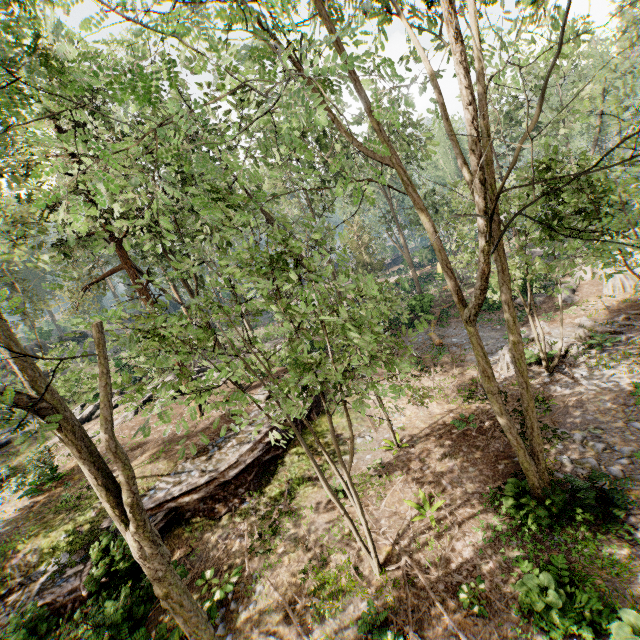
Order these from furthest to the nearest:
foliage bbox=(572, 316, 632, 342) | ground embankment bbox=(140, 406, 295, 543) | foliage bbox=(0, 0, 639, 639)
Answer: foliage bbox=(572, 316, 632, 342) → ground embankment bbox=(140, 406, 295, 543) → foliage bbox=(0, 0, 639, 639)

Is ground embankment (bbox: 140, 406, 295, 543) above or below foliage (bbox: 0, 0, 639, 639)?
below

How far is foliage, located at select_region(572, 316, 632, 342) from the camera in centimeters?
1477cm

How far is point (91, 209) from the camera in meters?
4.9 m

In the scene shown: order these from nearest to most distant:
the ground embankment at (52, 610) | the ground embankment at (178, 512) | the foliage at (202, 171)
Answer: the foliage at (202, 171), the ground embankment at (52, 610), the ground embankment at (178, 512)

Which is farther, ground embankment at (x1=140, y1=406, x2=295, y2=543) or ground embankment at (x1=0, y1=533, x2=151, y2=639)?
ground embankment at (x1=140, y1=406, x2=295, y2=543)

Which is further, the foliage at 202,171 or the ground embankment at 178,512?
the ground embankment at 178,512
